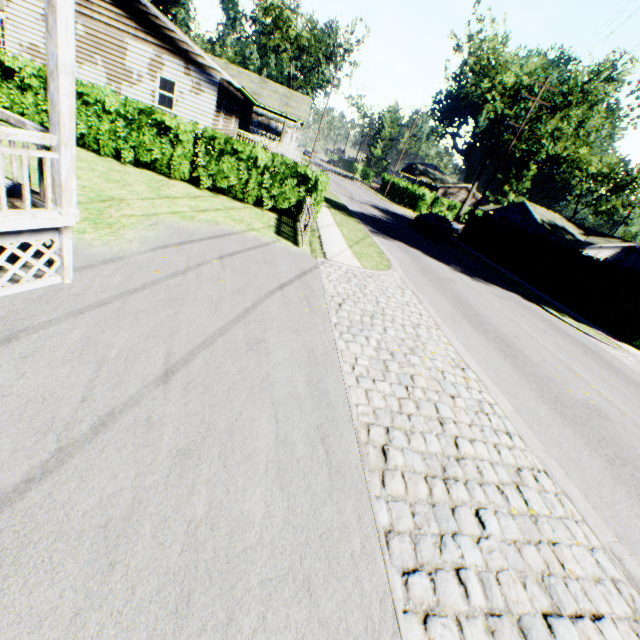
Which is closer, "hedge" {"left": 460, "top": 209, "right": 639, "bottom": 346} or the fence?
the fence

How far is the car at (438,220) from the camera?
26.5 meters

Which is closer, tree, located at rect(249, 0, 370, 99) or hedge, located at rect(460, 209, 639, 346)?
hedge, located at rect(460, 209, 639, 346)

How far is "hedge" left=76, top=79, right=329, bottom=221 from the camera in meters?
11.7 m

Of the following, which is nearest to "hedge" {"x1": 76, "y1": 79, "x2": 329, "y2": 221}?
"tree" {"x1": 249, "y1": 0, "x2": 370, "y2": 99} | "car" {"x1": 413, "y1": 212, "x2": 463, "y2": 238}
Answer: "car" {"x1": 413, "y1": 212, "x2": 463, "y2": 238}

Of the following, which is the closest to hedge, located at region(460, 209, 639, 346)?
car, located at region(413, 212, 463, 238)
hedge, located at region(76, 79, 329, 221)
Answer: car, located at region(413, 212, 463, 238)

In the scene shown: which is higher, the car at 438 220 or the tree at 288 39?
the tree at 288 39

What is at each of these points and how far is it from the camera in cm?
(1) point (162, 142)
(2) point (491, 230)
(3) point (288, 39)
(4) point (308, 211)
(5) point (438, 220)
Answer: (1) hedge, 1234
(2) hedge, 2683
(3) tree, 4644
(4) fence, 1139
(5) car, 2673
